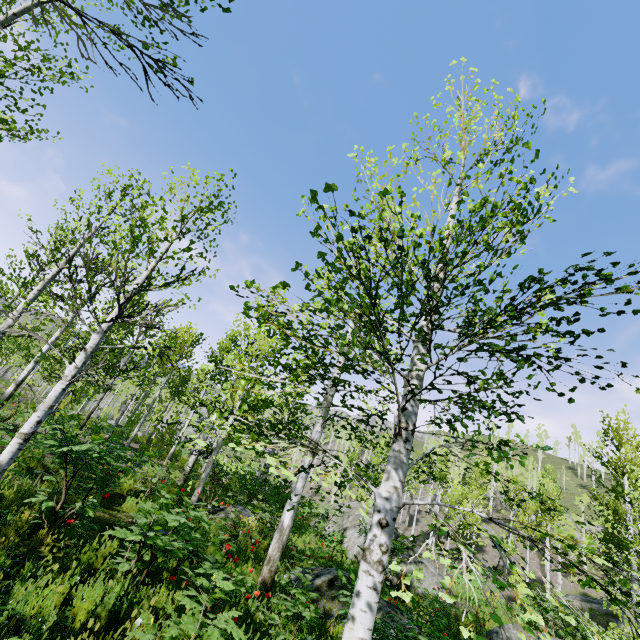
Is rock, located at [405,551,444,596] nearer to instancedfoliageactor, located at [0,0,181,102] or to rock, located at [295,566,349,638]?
instancedfoliageactor, located at [0,0,181,102]

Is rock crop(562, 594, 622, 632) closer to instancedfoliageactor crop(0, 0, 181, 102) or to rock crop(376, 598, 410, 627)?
instancedfoliageactor crop(0, 0, 181, 102)

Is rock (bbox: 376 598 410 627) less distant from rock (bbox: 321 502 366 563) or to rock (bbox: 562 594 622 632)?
rock (bbox: 321 502 366 563)

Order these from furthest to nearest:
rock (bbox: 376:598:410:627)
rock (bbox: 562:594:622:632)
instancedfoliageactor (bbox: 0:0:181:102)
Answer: rock (bbox: 562:594:622:632) < rock (bbox: 376:598:410:627) < instancedfoliageactor (bbox: 0:0:181:102)

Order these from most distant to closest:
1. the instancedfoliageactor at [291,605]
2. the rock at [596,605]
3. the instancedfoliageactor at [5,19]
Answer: the rock at [596,605]
the instancedfoliageactor at [291,605]
the instancedfoliageactor at [5,19]

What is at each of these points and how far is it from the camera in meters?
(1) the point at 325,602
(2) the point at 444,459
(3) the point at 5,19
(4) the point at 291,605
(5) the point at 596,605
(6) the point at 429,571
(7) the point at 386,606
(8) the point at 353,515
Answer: (1) rock, 6.9
(2) instancedfoliageactor, 35.2
(3) instancedfoliageactor, 6.9
(4) instancedfoliageactor, 4.0
(5) rock, 24.5
(6) rock, 13.9
(7) rock, 7.7
(8) rock, 17.4

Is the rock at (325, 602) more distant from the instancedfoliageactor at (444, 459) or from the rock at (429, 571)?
the rock at (429, 571)
